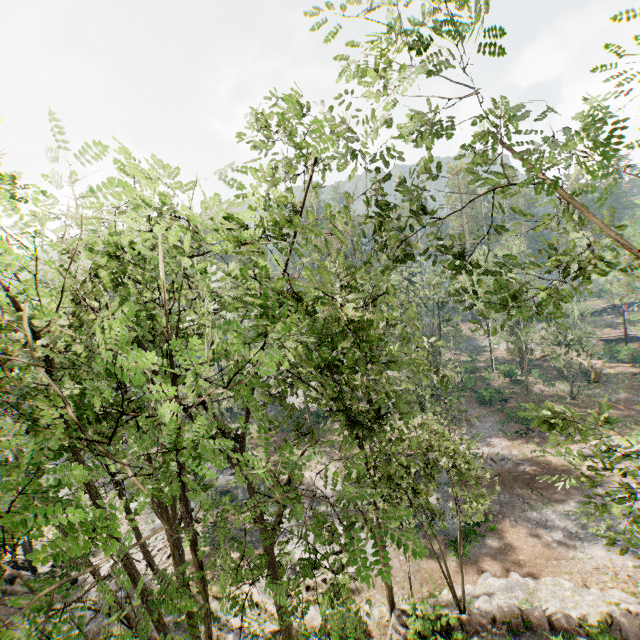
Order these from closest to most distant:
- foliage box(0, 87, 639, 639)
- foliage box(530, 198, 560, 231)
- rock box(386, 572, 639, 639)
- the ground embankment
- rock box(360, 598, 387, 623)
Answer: foliage box(0, 87, 639, 639) → foliage box(530, 198, 560, 231) → rock box(386, 572, 639, 639) → rock box(360, 598, 387, 623) → the ground embankment

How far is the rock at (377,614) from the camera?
16.41m

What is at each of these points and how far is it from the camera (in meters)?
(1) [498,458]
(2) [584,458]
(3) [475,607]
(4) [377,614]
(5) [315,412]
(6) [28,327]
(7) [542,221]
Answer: (1) foliage, 30.50
(2) foliage, 9.48
(3) rock, 15.91
(4) rock, 16.64
(5) ground embankment, 43.75
(6) foliage, 3.21
(7) foliage, 10.02

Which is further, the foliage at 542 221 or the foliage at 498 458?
the foliage at 498 458

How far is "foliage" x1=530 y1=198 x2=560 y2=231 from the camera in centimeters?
985cm

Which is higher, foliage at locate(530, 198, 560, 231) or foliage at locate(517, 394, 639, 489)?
foliage at locate(530, 198, 560, 231)

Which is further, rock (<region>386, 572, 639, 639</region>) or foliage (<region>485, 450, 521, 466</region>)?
foliage (<region>485, 450, 521, 466</region>)

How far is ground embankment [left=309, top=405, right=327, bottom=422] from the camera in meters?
42.9
